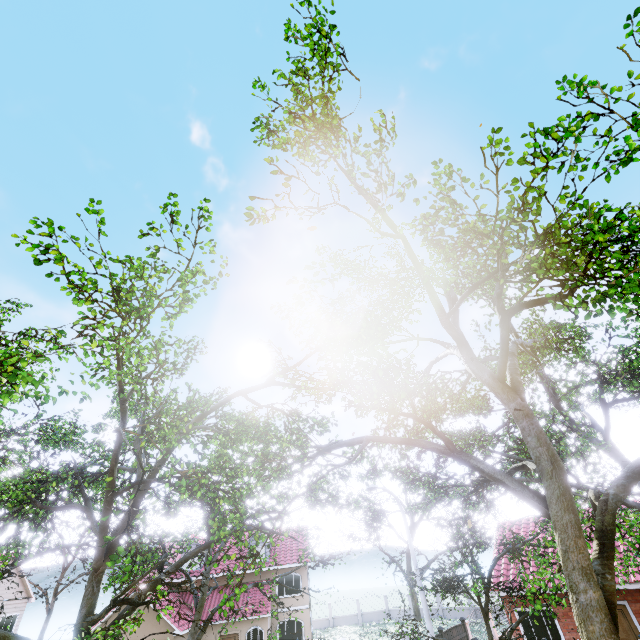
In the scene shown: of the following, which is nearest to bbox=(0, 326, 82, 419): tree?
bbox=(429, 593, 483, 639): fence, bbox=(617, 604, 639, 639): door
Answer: bbox=(429, 593, 483, 639): fence

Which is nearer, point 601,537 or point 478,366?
point 601,537

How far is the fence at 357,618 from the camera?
38.2 meters

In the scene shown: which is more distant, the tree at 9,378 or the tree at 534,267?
the tree at 534,267

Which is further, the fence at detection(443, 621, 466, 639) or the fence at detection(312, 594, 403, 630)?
the fence at detection(312, 594, 403, 630)

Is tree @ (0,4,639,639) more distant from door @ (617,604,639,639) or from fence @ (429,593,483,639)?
door @ (617,604,639,639)

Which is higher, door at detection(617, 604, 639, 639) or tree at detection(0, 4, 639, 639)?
tree at detection(0, 4, 639, 639)
